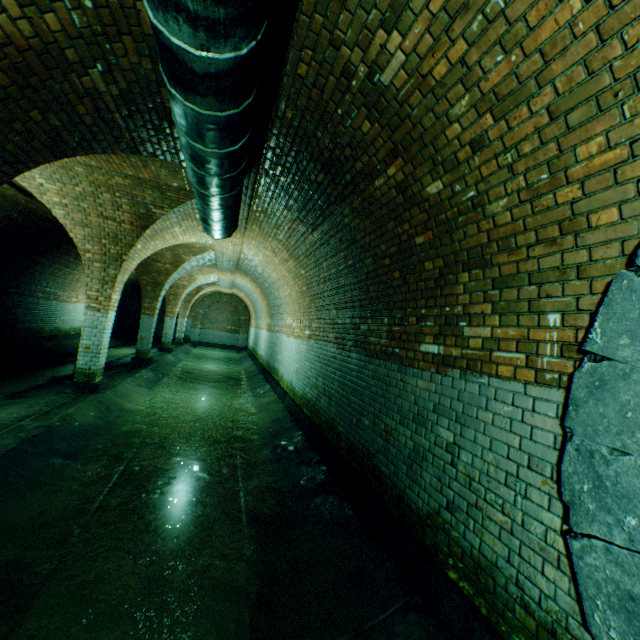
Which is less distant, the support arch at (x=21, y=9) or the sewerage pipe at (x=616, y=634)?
the sewerage pipe at (x=616, y=634)

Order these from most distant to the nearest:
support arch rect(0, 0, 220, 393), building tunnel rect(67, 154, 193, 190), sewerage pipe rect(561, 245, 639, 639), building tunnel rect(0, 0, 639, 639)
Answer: building tunnel rect(67, 154, 193, 190) → support arch rect(0, 0, 220, 393) → building tunnel rect(0, 0, 639, 639) → sewerage pipe rect(561, 245, 639, 639)

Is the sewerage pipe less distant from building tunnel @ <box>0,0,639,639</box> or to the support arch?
building tunnel @ <box>0,0,639,639</box>

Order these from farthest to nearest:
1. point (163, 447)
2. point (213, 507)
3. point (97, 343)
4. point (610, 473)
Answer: point (97, 343) < point (163, 447) < point (213, 507) < point (610, 473)

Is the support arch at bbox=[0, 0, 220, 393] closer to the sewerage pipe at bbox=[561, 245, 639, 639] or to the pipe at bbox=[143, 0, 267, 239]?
the pipe at bbox=[143, 0, 267, 239]

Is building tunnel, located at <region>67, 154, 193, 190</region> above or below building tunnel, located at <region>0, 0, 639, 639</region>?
above

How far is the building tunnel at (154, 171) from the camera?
5.2 meters

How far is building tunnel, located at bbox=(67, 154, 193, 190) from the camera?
5.20m
